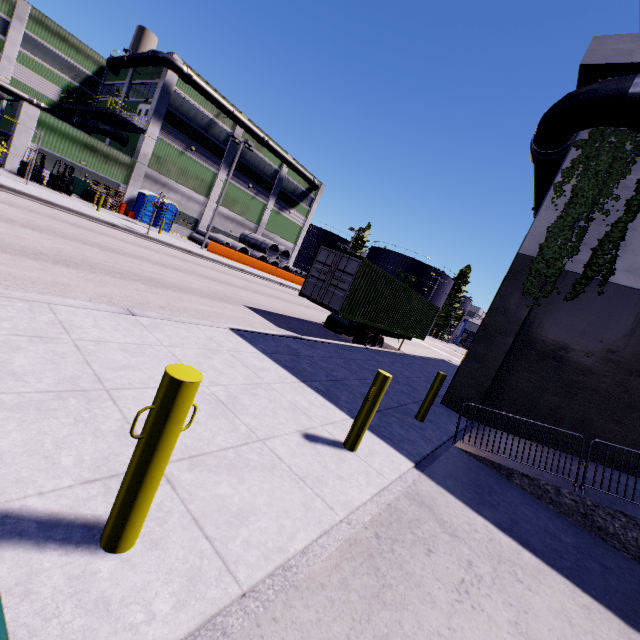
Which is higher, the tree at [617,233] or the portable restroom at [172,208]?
the tree at [617,233]

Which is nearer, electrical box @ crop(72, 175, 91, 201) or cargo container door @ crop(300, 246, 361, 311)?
cargo container door @ crop(300, 246, 361, 311)

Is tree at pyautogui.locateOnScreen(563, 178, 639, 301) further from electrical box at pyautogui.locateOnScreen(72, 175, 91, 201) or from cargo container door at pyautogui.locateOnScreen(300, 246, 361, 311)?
electrical box at pyautogui.locateOnScreen(72, 175, 91, 201)

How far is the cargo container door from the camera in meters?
12.2

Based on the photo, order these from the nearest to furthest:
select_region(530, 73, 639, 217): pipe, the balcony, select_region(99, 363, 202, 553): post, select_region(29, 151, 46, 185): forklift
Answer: select_region(99, 363, 202, 553): post
select_region(530, 73, 639, 217): pipe
select_region(29, 151, 46, 185): forklift
the balcony

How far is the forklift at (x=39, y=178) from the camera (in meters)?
22.95

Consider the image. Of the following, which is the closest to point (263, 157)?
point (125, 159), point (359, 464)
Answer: point (125, 159)

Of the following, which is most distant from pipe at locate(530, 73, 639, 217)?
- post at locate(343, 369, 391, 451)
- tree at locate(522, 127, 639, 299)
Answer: post at locate(343, 369, 391, 451)
